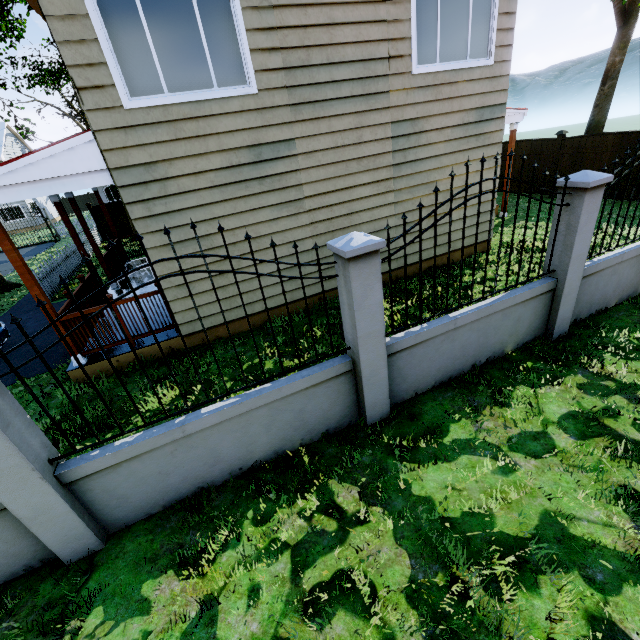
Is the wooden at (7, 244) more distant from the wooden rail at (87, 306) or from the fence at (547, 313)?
the fence at (547, 313)

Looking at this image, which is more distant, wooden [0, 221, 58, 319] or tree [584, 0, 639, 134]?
tree [584, 0, 639, 134]

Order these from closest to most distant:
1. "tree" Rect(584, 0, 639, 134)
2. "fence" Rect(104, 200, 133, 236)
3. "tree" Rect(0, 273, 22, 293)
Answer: "tree" Rect(584, 0, 639, 134)
"tree" Rect(0, 273, 22, 293)
"fence" Rect(104, 200, 133, 236)

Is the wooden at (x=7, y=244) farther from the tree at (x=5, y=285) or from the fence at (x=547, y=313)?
the tree at (x=5, y=285)

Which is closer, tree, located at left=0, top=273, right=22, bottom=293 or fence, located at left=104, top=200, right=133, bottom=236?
tree, located at left=0, top=273, right=22, bottom=293

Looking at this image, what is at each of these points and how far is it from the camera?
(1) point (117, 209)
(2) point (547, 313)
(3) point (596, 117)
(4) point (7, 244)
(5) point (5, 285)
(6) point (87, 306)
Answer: (1) fence, 19.2m
(2) fence, 4.9m
(3) tree, 11.1m
(4) wooden, 4.8m
(5) tree, 13.0m
(6) wooden rail, 7.1m

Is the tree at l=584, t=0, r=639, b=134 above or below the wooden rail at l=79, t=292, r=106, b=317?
above

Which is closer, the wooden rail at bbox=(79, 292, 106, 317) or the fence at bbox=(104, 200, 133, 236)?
the wooden rail at bbox=(79, 292, 106, 317)
